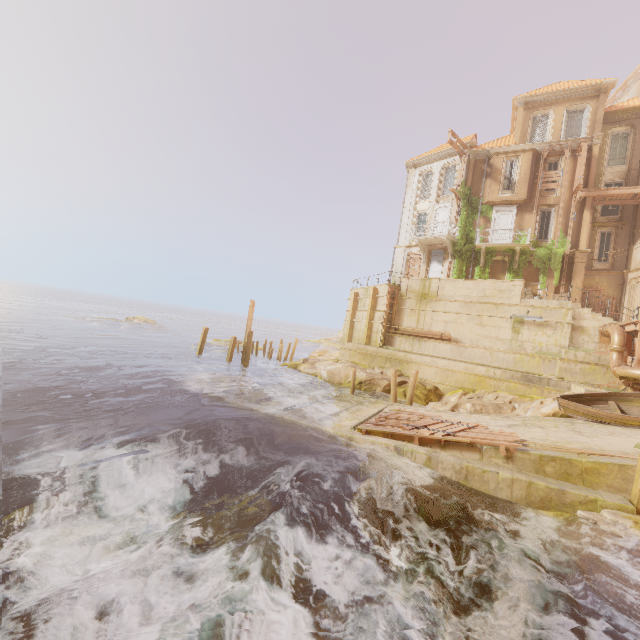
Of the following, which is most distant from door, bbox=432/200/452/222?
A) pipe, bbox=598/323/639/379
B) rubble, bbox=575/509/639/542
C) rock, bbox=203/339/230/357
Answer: rubble, bbox=575/509/639/542

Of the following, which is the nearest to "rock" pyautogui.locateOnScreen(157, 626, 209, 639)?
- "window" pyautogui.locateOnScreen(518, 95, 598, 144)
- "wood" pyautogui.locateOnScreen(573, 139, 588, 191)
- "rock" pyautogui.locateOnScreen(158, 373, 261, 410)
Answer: "rock" pyautogui.locateOnScreen(158, 373, 261, 410)

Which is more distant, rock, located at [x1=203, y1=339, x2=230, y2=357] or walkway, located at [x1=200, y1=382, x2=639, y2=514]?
rock, located at [x1=203, y1=339, x2=230, y2=357]

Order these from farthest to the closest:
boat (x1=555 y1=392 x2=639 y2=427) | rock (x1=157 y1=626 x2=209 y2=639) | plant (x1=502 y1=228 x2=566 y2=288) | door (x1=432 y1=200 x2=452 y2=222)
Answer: door (x1=432 y1=200 x2=452 y2=222) → plant (x1=502 y1=228 x2=566 y2=288) → boat (x1=555 y1=392 x2=639 y2=427) → rock (x1=157 y1=626 x2=209 y2=639)

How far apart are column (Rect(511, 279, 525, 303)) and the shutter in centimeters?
766cm

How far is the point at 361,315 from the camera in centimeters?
2898cm

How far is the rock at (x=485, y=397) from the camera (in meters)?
15.09

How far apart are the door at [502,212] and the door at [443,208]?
3.1 meters
